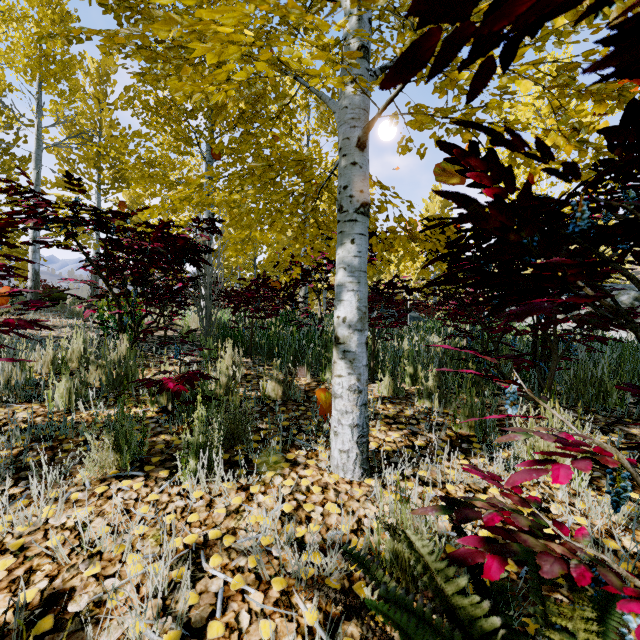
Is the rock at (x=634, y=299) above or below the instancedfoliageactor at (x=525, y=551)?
above

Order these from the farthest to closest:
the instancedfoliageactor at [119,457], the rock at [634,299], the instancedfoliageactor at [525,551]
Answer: the rock at [634,299] → the instancedfoliageactor at [119,457] → the instancedfoliageactor at [525,551]

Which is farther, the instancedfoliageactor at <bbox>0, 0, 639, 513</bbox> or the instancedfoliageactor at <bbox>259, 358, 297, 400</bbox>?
the instancedfoliageactor at <bbox>259, 358, 297, 400</bbox>

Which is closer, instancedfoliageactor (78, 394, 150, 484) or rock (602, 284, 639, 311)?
instancedfoliageactor (78, 394, 150, 484)

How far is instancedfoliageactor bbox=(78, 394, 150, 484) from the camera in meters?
1.6

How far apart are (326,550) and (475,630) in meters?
0.7 m

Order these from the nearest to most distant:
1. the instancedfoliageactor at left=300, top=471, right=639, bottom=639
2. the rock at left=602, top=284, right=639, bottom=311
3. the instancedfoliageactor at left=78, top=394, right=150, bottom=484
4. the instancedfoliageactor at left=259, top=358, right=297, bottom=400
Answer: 1. the instancedfoliageactor at left=300, top=471, right=639, bottom=639
2. the instancedfoliageactor at left=78, top=394, right=150, bottom=484
3. the instancedfoliageactor at left=259, top=358, right=297, bottom=400
4. the rock at left=602, top=284, right=639, bottom=311
